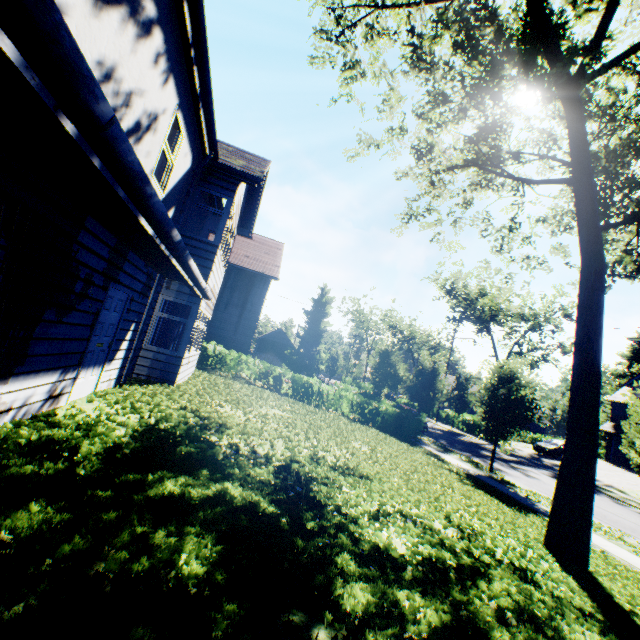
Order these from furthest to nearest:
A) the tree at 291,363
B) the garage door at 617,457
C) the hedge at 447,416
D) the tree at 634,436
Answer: the tree at 291,363 → the hedge at 447,416 → the garage door at 617,457 → the tree at 634,436

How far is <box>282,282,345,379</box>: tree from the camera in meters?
44.8 m

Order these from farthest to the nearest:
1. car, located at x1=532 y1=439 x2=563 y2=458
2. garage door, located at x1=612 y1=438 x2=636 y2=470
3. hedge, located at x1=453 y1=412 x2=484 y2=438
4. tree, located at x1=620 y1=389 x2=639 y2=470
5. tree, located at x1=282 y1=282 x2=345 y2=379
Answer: tree, located at x1=282 y1=282 x2=345 y2=379
hedge, located at x1=453 y1=412 x2=484 y2=438
garage door, located at x1=612 y1=438 x2=636 y2=470
car, located at x1=532 y1=439 x2=563 y2=458
tree, located at x1=620 y1=389 x2=639 y2=470

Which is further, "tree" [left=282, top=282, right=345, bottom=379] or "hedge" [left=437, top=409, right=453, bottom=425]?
"tree" [left=282, top=282, right=345, bottom=379]

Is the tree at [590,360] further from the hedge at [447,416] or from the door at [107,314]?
the door at [107,314]

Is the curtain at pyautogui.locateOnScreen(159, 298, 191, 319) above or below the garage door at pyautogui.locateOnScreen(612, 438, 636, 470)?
above

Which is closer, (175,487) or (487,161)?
(175,487)

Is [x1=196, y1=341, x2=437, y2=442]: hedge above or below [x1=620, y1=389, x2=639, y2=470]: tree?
below
